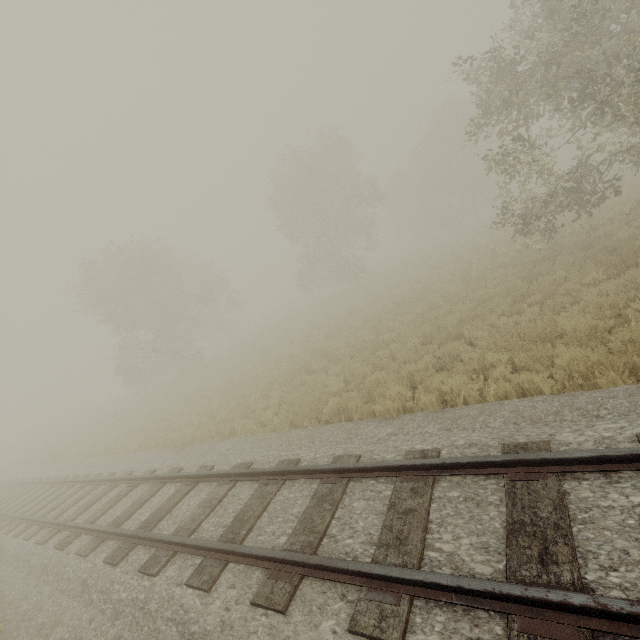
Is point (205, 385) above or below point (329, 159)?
below
